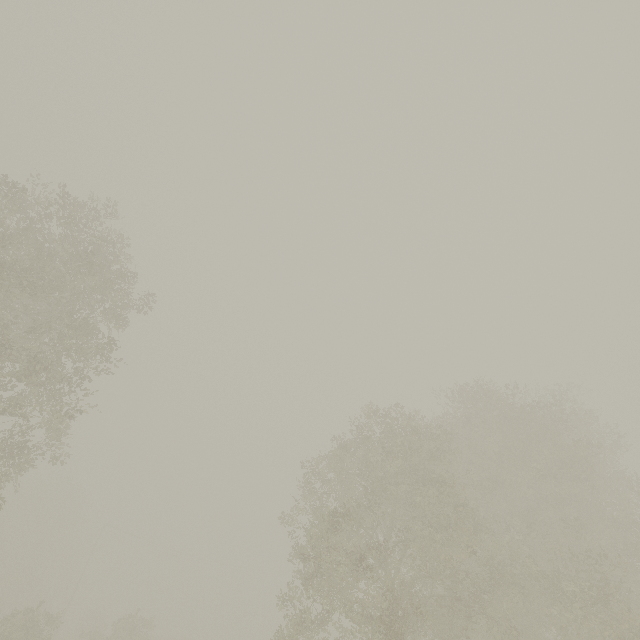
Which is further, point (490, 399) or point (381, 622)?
point (490, 399)
